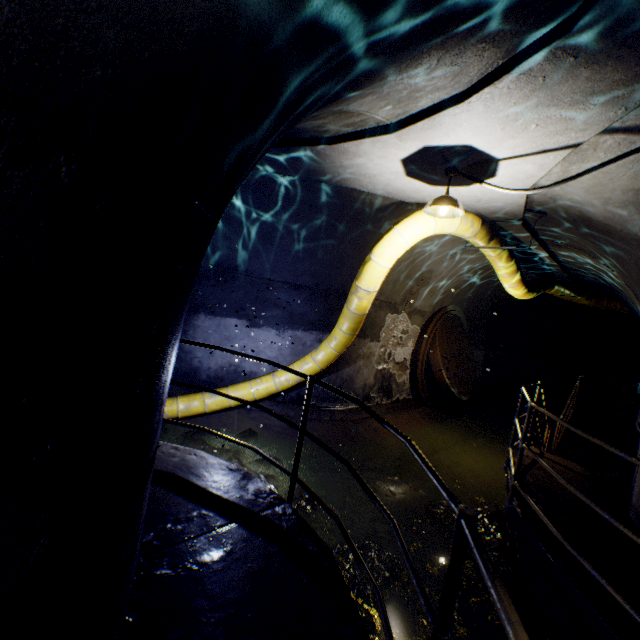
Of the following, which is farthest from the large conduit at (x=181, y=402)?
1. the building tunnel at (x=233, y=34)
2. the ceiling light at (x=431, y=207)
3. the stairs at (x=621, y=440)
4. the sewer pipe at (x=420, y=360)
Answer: the stairs at (x=621, y=440)

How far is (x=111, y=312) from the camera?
1.04m

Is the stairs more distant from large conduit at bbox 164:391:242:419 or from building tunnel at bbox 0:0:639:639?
large conduit at bbox 164:391:242:419

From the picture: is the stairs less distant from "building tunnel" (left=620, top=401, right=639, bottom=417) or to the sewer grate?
"building tunnel" (left=620, top=401, right=639, bottom=417)

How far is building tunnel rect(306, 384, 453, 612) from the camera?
4.1m

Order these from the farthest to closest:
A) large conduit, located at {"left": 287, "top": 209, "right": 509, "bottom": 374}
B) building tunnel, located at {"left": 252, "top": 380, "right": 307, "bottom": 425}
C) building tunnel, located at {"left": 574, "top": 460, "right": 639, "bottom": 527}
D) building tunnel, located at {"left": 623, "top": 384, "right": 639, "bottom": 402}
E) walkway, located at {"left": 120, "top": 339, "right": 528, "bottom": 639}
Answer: building tunnel, located at {"left": 623, "top": 384, "right": 639, "bottom": 402} → building tunnel, located at {"left": 252, "top": 380, "right": 307, "bottom": 425} → large conduit, located at {"left": 287, "top": 209, "right": 509, "bottom": 374} → building tunnel, located at {"left": 574, "top": 460, "right": 639, "bottom": 527} → walkway, located at {"left": 120, "top": 339, "right": 528, "bottom": 639}

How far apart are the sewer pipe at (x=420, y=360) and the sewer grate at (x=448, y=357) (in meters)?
0.01

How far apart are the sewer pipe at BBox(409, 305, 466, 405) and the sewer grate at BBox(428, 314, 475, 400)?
0.01m
